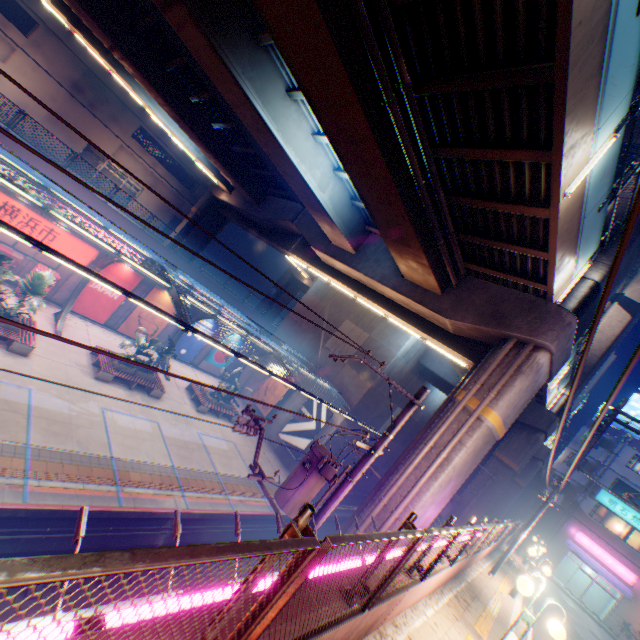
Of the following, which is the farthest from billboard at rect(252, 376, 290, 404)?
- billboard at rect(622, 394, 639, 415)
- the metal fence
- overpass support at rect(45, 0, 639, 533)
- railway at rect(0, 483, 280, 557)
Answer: billboard at rect(622, 394, 639, 415)

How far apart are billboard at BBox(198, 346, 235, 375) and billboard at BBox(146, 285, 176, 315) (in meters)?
4.71

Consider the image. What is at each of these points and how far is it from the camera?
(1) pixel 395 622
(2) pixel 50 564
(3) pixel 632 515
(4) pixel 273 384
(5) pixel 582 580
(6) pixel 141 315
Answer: (1) concrete curb, 6.1m
(2) metal fence, 0.9m
(3) sign, 29.6m
(4) billboard, 28.0m
(5) building, 31.5m
(6) billboard, 23.6m

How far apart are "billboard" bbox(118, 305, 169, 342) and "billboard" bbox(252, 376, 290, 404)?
9.31m

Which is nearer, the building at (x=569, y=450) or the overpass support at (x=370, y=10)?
the overpass support at (x=370, y=10)

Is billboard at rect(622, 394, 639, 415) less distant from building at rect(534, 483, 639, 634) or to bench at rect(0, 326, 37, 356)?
building at rect(534, 483, 639, 634)

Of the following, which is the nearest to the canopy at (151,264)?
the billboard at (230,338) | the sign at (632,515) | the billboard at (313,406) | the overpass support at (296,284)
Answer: the billboard at (230,338)

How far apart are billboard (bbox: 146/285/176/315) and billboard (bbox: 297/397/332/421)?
12.09m
